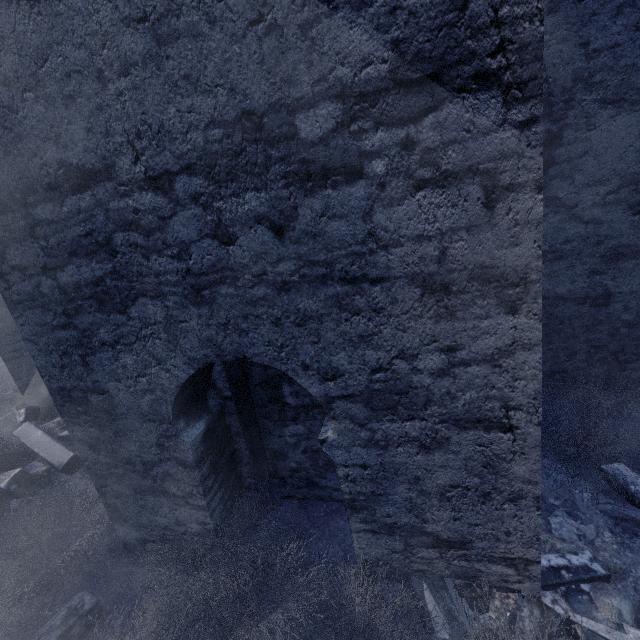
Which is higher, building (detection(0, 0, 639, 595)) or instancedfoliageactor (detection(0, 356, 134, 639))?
building (detection(0, 0, 639, 595))

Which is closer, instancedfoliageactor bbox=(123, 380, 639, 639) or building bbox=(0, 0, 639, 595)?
building bbox=(0, 0, 639, 595)

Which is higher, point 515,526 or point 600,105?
point 600,105

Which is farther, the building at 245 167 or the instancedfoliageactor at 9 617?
the instancedfoliageactor at 9 617

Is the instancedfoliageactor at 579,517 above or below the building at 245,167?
below
